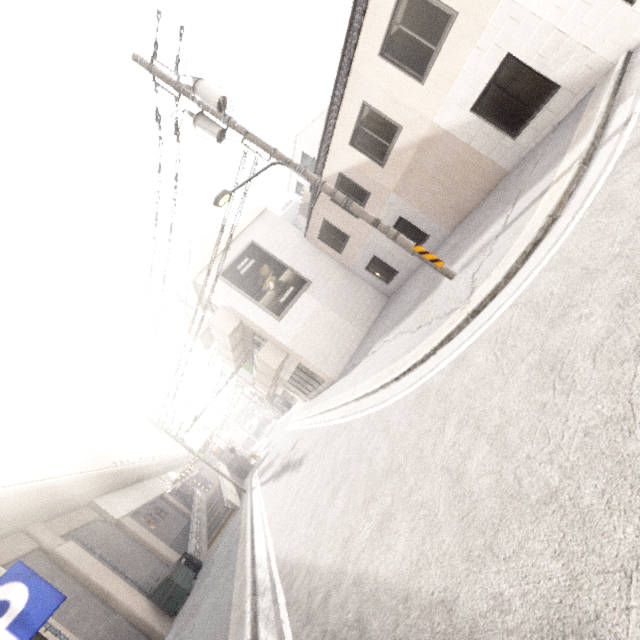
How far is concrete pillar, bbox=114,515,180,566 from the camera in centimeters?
1789cm

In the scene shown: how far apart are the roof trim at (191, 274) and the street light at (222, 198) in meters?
9.5 m

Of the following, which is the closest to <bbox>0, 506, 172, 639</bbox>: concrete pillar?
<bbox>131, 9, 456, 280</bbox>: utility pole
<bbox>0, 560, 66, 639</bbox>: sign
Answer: <bbox>0, 560, 66, 639</bbox>: sign

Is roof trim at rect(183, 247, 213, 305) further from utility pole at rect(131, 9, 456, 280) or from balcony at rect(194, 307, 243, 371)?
utility pole at rect(131, 9, 456, 280)

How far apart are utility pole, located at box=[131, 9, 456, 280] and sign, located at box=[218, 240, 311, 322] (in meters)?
8.60

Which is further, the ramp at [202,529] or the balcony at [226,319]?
the ramp at [202,529]

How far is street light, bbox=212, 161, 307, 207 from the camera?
6.9 meters

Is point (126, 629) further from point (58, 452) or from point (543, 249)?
point (543, 249)
